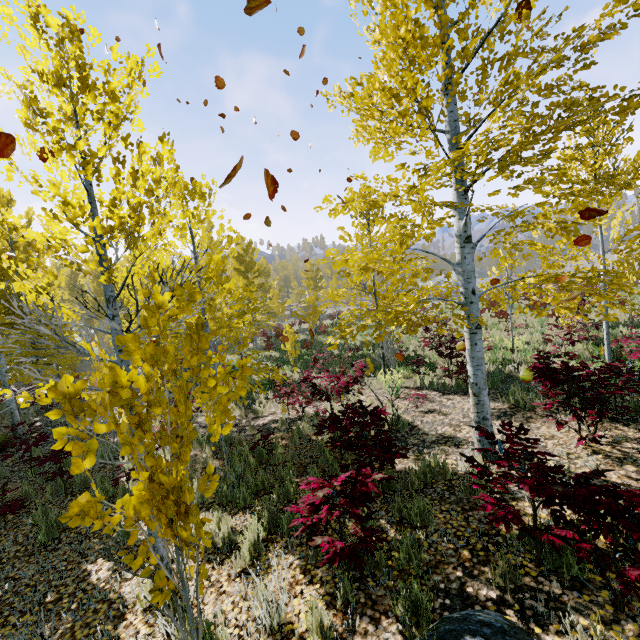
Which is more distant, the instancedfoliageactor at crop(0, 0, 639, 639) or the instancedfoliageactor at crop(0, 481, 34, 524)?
the instancedfoliageactor at crop(0, 481, 34, 524)

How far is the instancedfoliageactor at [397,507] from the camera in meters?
4.0 m

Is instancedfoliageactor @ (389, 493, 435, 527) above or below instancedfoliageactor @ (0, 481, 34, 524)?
above

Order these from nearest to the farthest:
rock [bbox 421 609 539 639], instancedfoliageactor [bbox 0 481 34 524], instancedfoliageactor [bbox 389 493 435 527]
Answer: rock [bbox 421 609 539 639]
instancedfoliageactor [bbox 389 493 435 527]
instancedfoliageactor [bbox 0 481 34 524]

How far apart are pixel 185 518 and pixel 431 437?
6.0m

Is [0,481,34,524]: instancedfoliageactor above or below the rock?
below
